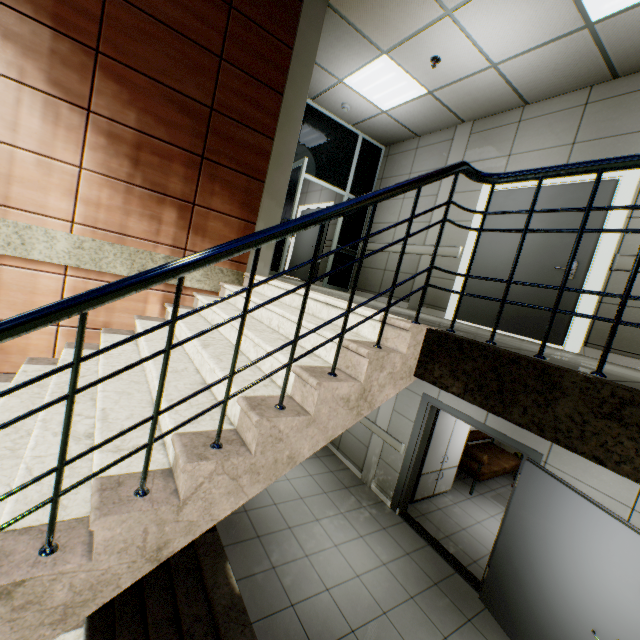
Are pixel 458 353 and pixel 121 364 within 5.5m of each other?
yes

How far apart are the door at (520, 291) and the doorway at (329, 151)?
2.7m

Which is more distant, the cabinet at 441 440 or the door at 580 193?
the cabinet at 441 440

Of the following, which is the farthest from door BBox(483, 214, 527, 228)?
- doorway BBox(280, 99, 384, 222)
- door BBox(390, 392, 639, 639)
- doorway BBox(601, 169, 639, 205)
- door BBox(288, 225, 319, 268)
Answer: door BBox(288, 225, 319, 268)

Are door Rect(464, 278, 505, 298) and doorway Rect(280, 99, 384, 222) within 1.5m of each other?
no

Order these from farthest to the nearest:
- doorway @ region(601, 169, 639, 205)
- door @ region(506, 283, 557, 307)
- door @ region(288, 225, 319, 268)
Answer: door @ region(288, 225, 319, 268), door @ region(506, 283, 557, 307), doorway @ region(601, 169, 639, 205)

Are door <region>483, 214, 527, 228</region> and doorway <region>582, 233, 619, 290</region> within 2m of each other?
yes
